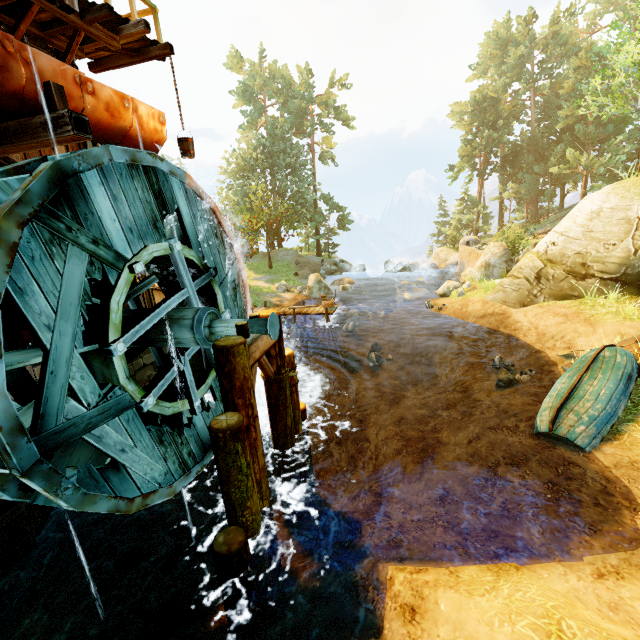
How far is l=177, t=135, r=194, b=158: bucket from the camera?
8.38m

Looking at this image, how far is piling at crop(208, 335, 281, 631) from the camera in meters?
4.8

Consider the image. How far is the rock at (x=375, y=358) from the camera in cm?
1641

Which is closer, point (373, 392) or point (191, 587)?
point (191, 587)

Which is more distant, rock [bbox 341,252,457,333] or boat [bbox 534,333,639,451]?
rock [bbox 341,252,457,333]

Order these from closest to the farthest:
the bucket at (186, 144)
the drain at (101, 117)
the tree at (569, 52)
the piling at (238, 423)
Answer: the drain at (101, 117)
the piling at (238, 423)
the bucket at (186, 144)
the tree at (569, 52)

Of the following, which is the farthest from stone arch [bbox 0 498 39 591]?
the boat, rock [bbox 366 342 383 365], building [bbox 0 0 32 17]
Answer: the boat

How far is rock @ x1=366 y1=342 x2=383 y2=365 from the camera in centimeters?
1641cm
